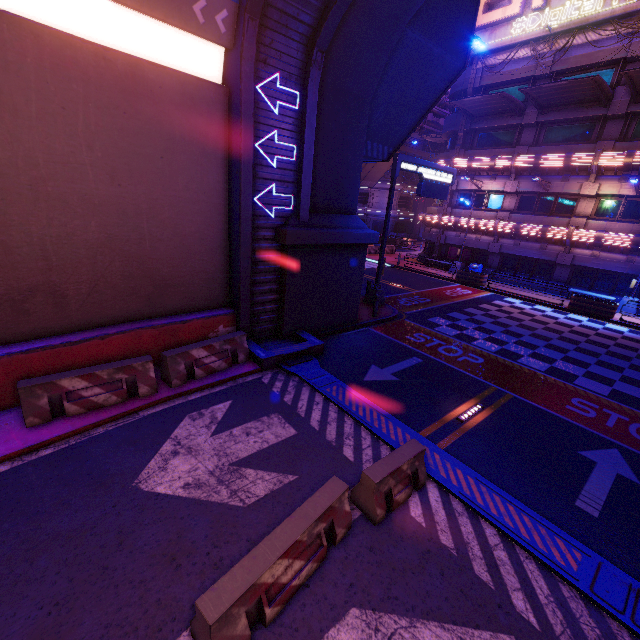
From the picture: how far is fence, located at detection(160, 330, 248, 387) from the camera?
8.3 meters

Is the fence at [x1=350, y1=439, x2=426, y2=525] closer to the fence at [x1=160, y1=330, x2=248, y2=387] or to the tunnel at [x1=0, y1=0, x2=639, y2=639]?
the tunnel at [x1=0, y1=0, x2=639, y2=639]

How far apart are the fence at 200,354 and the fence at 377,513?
5.2 meters

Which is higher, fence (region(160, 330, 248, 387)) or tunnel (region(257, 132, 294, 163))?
tunnel (region(257, 132, 294, 163))

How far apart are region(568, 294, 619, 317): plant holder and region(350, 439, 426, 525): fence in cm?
1953

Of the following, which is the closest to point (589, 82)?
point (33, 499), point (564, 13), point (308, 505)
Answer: point (564, 13)

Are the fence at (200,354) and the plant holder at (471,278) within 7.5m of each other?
no

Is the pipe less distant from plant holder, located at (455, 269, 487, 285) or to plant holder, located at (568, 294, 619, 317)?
plant holder, located at (455, 269, 487, 285)
